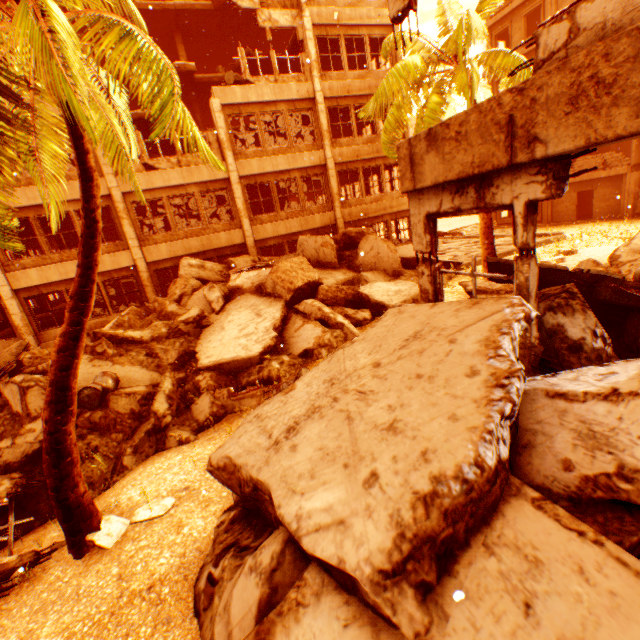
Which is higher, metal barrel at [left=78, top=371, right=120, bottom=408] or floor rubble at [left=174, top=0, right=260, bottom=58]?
floor rubble at [left=174, top=0, right=260, bottom=58]

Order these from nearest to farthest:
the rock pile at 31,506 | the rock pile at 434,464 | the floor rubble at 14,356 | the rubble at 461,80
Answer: the rock pile at 434,464, the rock pile at 31,506, the floor rubble at 14,356, the rubble at 461,80

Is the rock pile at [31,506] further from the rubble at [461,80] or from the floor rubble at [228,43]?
the floor rubble at [228,43]

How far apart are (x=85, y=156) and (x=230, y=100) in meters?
12.6

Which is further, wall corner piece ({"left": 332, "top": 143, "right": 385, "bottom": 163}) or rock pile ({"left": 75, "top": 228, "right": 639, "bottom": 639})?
wall corner piece ({"left": 332, "top": 143, "right": 385, "bottom": 163})

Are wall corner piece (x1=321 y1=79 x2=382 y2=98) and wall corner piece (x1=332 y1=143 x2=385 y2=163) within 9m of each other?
yes

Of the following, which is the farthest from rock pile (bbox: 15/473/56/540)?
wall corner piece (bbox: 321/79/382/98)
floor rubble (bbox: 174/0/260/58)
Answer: floor rubble (bbox: 174/0/260/58)

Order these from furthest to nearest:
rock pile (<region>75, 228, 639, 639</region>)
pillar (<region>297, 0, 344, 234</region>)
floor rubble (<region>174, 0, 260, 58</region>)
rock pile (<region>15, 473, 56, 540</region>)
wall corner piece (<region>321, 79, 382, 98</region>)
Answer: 1. floor rubble (<region>174, 0, 260, 58</region>)
2. wall corner piece (<region>321, 79, 382, 98</region>)
3. pillar (<region>297, 0, 344, 234</region>)
4. rock pile (<region>15, 473, 56, 540</region>)
5. rock pile (<region>75, 228, 639, 639</region>)
